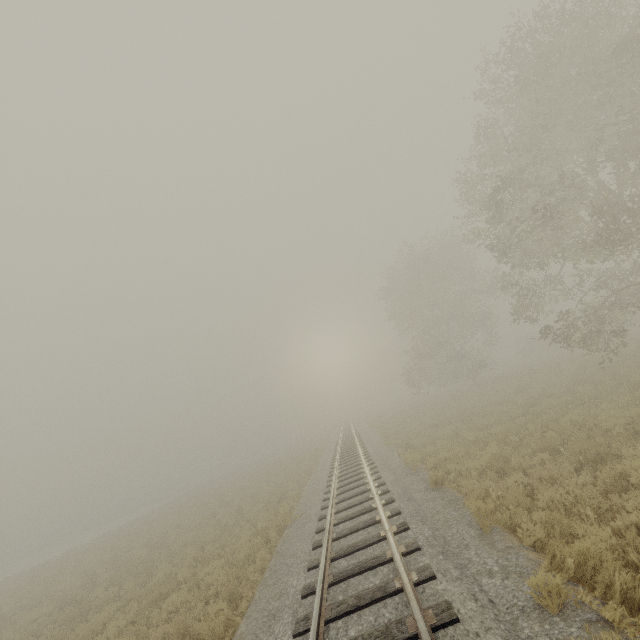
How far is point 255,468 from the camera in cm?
4100
